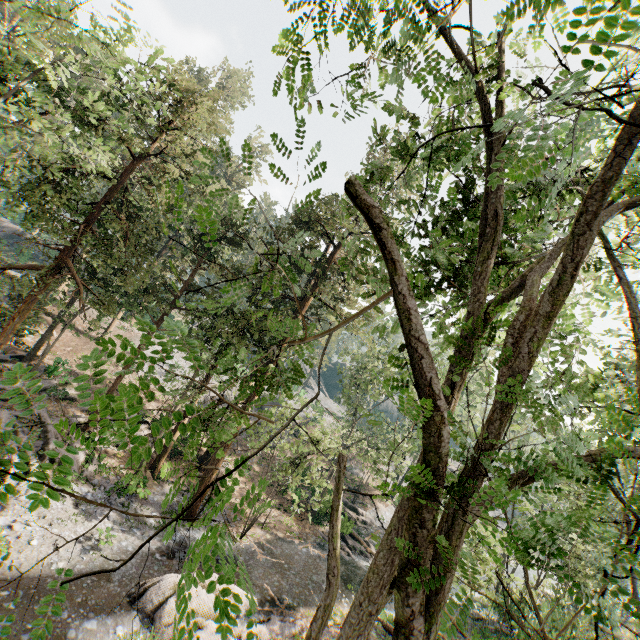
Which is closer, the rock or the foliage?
the foliage

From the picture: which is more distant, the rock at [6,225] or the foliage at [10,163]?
the rock at [6,225]

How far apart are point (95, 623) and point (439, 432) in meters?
15.5 m
